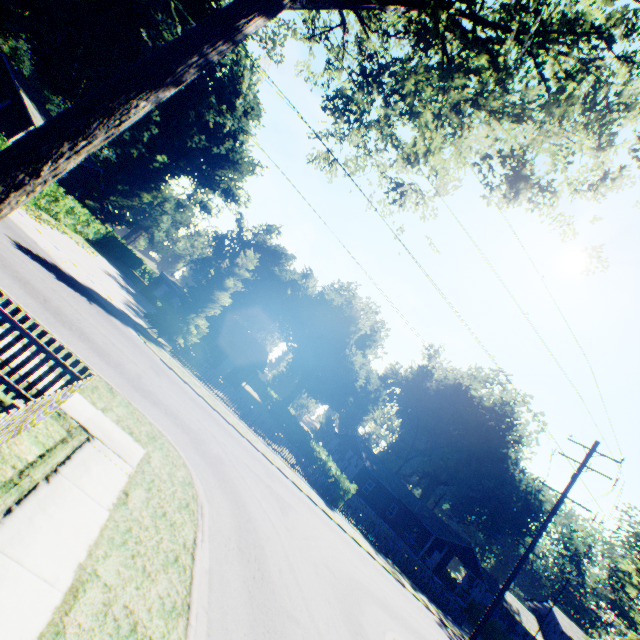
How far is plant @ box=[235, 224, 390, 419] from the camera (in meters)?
41.94

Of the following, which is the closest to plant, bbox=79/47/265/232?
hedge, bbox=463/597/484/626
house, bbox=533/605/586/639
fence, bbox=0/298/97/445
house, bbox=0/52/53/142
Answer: house, bbox=0/52/53/142

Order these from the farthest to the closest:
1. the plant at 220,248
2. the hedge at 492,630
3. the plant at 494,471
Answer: the plant at 220,248 → the plant at 494,471 → the hedge at 492,630

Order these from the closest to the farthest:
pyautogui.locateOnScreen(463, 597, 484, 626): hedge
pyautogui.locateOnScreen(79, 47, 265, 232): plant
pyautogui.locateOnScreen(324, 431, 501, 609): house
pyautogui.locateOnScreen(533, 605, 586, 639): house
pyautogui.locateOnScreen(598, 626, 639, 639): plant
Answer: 1. pyautogui.locateOnScreen(598, 626, 639, 639): plant
2. pyautogui.locateOnScreen(79, 47, 265, 232): plant
3. pyautogui.locateOnScreen(324, 431, 501, 609): house
4. pyautogui.locateOnScreen(463, 597, 484, 626): hedge
5. pyautogui.locateOnScreen(533, 605, 586, 639): house

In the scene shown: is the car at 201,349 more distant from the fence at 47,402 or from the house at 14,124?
the fence at 47,402

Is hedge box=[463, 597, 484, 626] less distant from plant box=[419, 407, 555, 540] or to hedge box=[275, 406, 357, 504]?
plant box=[419, 407, 555, 540]

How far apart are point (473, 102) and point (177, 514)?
10.64m

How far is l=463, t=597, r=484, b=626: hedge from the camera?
39.75m
